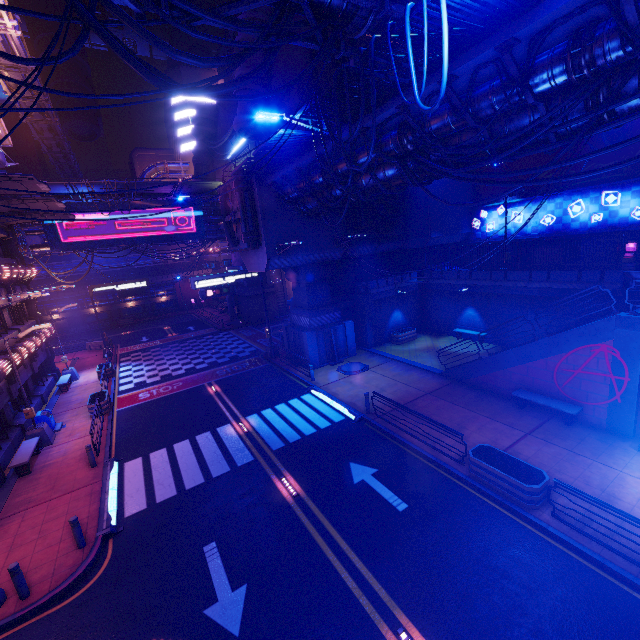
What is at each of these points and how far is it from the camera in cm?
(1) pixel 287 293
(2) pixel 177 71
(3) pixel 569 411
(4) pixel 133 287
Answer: (1) tunnel, 4316
(2) building, 5356
(3) bench, 1282
(4) sign, 3291

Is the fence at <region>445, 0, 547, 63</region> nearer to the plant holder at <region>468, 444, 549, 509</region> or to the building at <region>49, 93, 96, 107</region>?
the plant holder at <region>468, 444, 549, 509</region>

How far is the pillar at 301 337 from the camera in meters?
22.1 m

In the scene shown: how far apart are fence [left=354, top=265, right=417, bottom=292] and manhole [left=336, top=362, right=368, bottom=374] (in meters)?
5.34

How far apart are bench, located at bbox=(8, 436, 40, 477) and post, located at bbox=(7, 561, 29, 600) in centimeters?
703cm

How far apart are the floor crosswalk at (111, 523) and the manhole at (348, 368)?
12.6m

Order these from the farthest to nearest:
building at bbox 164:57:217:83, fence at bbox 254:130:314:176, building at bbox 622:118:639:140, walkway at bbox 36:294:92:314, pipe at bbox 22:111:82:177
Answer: building at bbox 164:57:217:83 → walkway at bbox 36:294:92:314 → pipe at bbox 22:111:82:177 → building at bbox 622:118:639:140 → fence at bbox 254:130:314:176

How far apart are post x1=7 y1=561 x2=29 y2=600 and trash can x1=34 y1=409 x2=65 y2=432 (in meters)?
11.07
